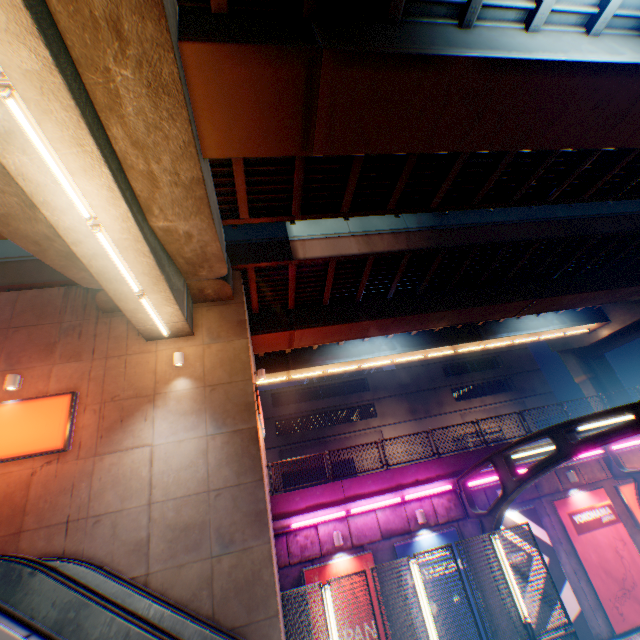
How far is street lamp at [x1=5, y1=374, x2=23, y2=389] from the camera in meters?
9.2

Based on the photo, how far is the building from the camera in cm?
3406

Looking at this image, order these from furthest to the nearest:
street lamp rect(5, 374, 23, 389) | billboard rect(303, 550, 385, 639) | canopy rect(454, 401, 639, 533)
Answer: billboard rect(303, 550, 385, 639) → street lamp rect(5, 374, 23, 389) → canopy rect(454, 401, 639, 533)

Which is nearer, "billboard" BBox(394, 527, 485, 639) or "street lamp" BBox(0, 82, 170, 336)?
"street lamp" BBox(0, 82, 170, 336)

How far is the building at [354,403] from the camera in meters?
34.1

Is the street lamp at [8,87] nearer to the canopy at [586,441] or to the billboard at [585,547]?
the canopy at [586,441]

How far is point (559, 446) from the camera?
8.1m

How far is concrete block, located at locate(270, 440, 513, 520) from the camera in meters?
12.6 m
